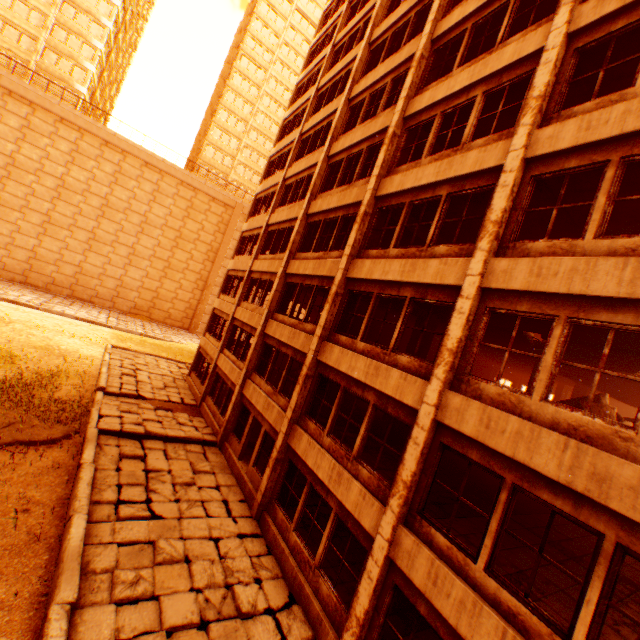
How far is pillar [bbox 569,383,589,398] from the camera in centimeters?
1688cm

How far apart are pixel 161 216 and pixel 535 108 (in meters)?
40.26

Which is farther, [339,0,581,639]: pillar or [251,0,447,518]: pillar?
[251,0,447,518]: pillar

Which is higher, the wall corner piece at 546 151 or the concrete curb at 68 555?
the wall corner piece at 546 151

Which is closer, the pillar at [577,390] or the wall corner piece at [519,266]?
the wall corner piece at [519,266]

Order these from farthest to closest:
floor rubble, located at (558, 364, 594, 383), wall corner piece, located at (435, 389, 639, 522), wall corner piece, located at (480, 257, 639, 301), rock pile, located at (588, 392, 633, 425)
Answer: floor rubble, located at (558, 364, 594, 383) → rock pile, located at (588, 392, 633, 425) → wall corner piece, located at (480, 257, 639, 301) → wall corner piece, located at (435, 389, 639, 522)

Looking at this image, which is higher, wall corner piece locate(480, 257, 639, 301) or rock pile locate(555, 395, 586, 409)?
wall corner piece locate(480, 257, 639, 301)

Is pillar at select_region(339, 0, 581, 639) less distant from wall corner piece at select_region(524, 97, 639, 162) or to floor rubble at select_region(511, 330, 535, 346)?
wall corner piece at select_region(524, 97, 639, 162)
